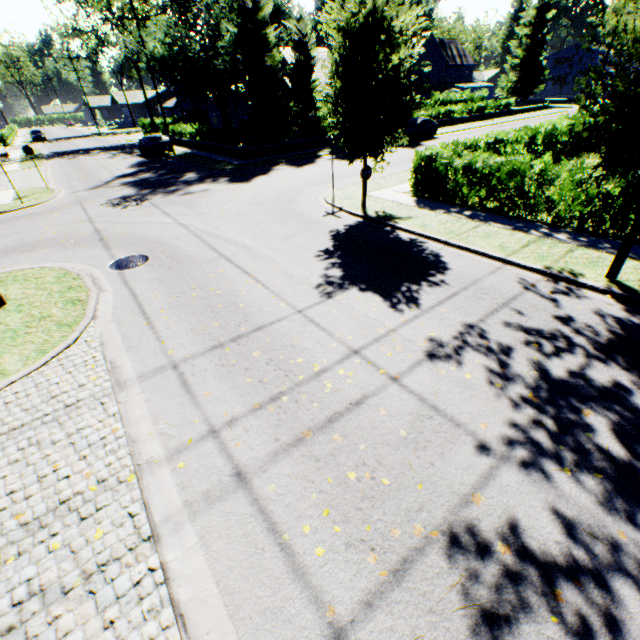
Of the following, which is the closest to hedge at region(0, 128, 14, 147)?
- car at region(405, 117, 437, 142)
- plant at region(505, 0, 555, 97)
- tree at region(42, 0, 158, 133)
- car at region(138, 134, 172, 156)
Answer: tree at region(42, 0, 158, 133)

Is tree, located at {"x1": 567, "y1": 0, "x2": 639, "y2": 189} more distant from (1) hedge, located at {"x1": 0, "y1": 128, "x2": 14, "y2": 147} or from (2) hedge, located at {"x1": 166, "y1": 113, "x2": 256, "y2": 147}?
(1) hedge, located at {"x1": 0, "y1": 128, "x2": 14, "y2": 147}

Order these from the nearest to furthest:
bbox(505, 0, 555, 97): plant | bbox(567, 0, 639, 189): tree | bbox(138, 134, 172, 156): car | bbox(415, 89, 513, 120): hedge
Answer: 1. bbox(567, 0, 639, 189): tree
2. bbox(138, 134, 172, 156): car
3. bbox(415, 89, 513, 120): hedge
4. bbox(505, 0, 555, 97): plant

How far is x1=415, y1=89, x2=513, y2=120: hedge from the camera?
35.91m

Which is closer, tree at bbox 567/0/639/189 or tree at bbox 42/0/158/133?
tree at bbox 567/0/639/189

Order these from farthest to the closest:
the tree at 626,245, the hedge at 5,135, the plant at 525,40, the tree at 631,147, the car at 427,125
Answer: the plant at 525,40
the hedge at 5,135
the car at 427,125
the tree at 626,245
the tree at 631,147

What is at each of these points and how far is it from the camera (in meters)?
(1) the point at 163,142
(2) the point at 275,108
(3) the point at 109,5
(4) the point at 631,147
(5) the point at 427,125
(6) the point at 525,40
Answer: (1) car, 28.72
(2) tree, 24.50
(3) tree, 37.66
(4) tree, 5.98
(5) car, 28.62
(6) plant, 57.28

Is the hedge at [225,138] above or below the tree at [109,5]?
below
